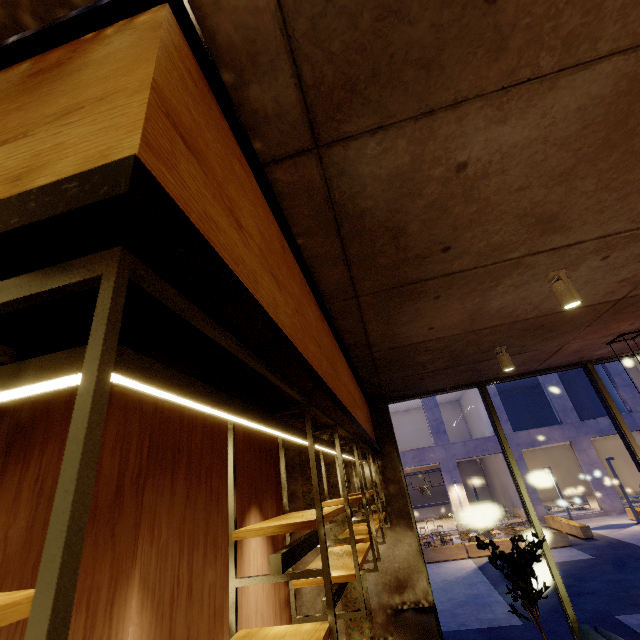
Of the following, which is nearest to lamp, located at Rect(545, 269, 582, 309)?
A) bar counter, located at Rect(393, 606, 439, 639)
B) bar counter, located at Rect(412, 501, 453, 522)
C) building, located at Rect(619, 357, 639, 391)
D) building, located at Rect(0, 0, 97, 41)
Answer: building, located at Rect(0, 0, 97, 41)

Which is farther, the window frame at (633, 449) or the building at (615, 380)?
the building at (615, 380)

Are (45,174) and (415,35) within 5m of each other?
yes

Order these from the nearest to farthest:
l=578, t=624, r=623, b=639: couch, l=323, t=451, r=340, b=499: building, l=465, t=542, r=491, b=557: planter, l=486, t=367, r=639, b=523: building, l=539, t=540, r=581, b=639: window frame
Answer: l=578, t=624, r=623, b=639: couch → l=539, t=540, r=581, b=639: window frame → l=323, t=451, r=340, b=499: building → l=465, t=542, r=491, b=557: planter → l=486, t=367, r=639, b=523: building

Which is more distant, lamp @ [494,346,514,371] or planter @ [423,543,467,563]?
planter @ [423,543,467,563]

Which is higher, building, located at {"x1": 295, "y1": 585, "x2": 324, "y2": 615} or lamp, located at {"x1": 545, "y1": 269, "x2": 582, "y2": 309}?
lamp, located at {"x1": 545, "y1": 269, "x2": 582, "y2": 309}

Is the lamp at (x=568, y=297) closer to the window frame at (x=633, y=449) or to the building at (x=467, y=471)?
the window frame at (x=633, y=449)

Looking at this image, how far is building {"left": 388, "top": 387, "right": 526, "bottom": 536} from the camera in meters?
20.2
